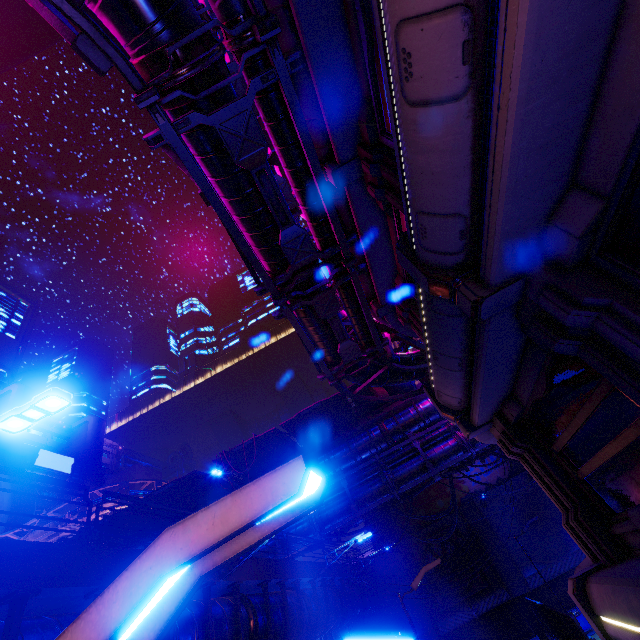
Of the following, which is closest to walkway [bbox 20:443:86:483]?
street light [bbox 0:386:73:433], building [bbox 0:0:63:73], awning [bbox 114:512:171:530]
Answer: building [bbox 0:0:63:73]

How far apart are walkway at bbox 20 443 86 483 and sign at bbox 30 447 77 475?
0.0 meters

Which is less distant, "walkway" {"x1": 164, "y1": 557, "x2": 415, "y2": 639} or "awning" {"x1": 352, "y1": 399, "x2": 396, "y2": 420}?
"walkway" {"x1": 164, "y1": 557, "x2": 415, "y2": 639}

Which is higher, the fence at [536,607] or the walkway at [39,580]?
the walkway at [39,580]

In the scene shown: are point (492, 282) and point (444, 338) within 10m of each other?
yes

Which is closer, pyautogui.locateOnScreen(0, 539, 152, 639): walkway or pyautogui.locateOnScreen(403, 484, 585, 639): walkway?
pyautogui.locateOnScreen(0, 539, 152, 639): walkway

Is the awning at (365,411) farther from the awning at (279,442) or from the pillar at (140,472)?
the pillar at (140,472)

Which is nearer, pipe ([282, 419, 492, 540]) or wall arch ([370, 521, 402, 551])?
pipe ([282, 419, 492, 540])
